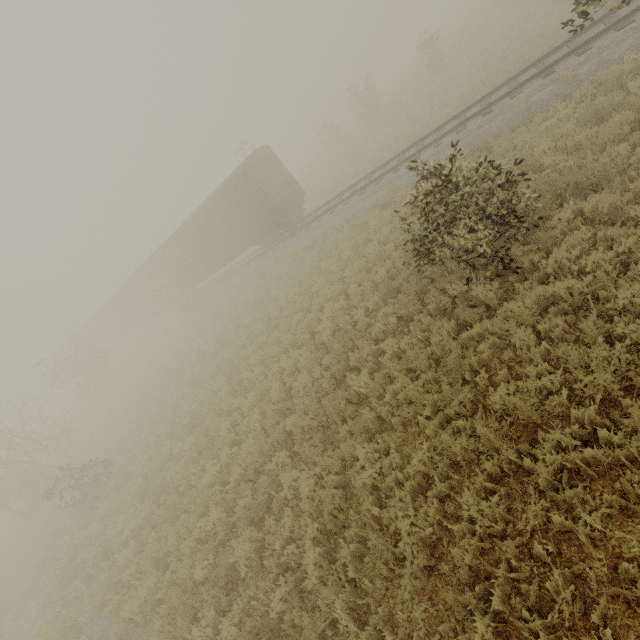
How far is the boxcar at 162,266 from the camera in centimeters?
1838cm

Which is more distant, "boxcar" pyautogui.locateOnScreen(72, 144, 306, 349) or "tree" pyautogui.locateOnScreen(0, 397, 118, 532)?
"boxcar" pyautogui.locateOnScreen(72, 144, 306, 349)

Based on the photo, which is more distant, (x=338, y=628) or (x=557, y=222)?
(x=557, y=222)

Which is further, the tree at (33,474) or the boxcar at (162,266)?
the boxcar at (162,266)

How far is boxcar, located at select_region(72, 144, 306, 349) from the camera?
18.4 meters
